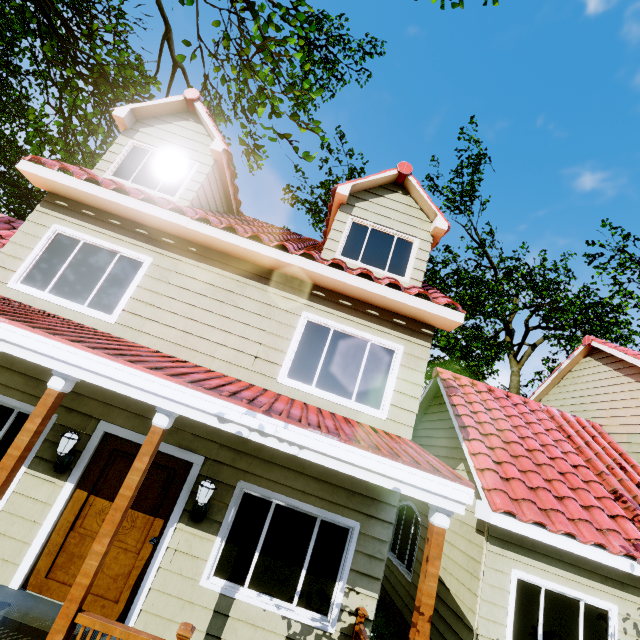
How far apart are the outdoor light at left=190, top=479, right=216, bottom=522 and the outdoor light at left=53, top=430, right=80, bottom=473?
1.9 meters

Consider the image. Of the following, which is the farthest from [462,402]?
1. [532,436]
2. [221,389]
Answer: [221,389]

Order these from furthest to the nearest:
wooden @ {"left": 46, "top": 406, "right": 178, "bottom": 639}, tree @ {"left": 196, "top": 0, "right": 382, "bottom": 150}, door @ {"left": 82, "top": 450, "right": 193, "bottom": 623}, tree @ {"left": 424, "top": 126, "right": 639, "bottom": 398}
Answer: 1. tree @ {"left": 424, "top": 126, "right": 639, "bottom": 398}
2. tree @ {"left": 196, "top": 0, "right": 382, "bottom": 150}
3. door @ {"left": 82, "top": 450, "right": 193, "bottom": 623}
4. wooden @ {"left": 46, "top": 406, "right": 178, "bottom": 639}

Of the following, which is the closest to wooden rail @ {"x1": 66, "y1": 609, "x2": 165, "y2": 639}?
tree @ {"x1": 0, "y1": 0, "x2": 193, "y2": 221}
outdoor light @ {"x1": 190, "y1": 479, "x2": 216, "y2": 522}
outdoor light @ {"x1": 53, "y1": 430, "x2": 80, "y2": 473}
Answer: outdoor light @ {"x1": 190, "y1": 479, "x2": 216, "y2": 522}

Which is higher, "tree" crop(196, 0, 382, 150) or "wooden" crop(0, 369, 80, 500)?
"tree" crop(196, 0, 382, 150)

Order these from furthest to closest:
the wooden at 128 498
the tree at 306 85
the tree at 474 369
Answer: the tree at 474 369 → the tree at 306 85 → the wooden at 128 498

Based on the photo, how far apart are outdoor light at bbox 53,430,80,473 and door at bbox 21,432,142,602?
0.32m

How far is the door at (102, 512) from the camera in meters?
4.4 m
